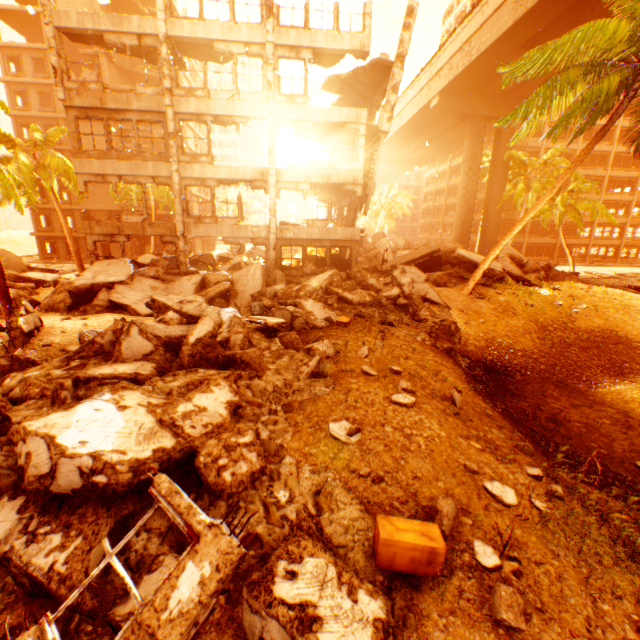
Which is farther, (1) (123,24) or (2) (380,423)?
Result: (1) (123,24)

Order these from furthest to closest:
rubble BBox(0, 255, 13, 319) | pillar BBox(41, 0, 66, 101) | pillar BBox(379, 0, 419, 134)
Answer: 1. pillar BBox(379, 0, 419, 134)
2. pillar BBox(41, 0, 66, 101)
3. rubble BBox(0, 255, 13, 319)

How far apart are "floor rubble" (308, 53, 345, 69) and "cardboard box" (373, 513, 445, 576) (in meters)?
20.00

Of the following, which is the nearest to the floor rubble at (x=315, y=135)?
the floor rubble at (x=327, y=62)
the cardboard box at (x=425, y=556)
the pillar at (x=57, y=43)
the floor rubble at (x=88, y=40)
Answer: the pillar at (x=57, y=43)

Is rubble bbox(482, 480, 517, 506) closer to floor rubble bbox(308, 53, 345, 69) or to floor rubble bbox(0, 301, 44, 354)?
floor rubble bbox(0, 301, 44, 354)

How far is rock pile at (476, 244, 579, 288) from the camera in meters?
17.5

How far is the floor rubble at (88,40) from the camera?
15.5m

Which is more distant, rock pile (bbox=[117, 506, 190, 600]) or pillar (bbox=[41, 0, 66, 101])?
pillar (bbox=[41, 0, 66, 101])
